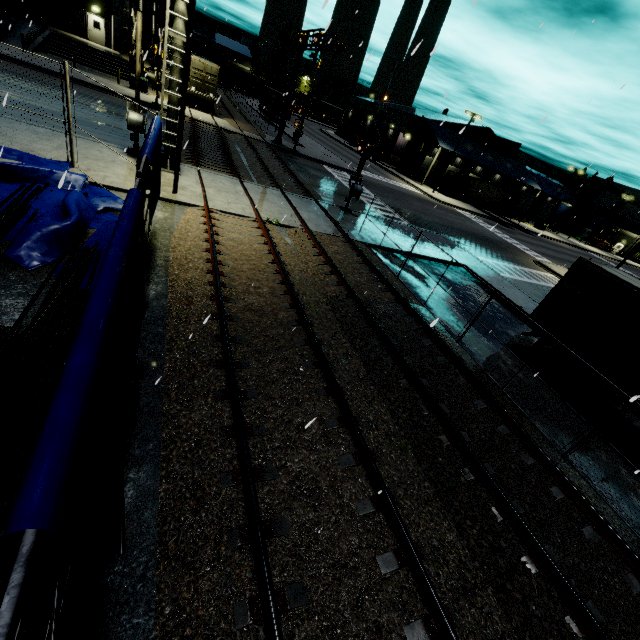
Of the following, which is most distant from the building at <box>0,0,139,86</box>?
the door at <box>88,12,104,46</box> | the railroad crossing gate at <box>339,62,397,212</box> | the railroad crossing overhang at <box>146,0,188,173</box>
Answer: the railroad crossing gate at <box>339,62,397,212</box>

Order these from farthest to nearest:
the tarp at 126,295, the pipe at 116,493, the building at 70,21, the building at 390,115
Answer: the building at 390,115
the building at 70,21
the pipe at 116,493
the tarp at 126,295

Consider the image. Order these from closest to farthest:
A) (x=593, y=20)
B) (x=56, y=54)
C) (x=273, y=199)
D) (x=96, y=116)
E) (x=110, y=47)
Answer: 1. (x=593, y=20)
2. (x=273, y=199)
3. (x=96, y=116)
4. (x=56, y=54)
5. (x=110, y=47)

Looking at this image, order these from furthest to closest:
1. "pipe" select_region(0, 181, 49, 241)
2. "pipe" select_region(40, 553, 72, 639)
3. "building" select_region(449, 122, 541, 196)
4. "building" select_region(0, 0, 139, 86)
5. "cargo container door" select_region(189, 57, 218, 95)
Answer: "building" select_region(449, 122, 541, 196), "cargo container door" select_region(189, 57, 218, 95), "building" select_region(0, 0, 139, 86), "pipe" select_region(0, 181, 49, 241), "pipe" select_region(40, 553, 72, 639)

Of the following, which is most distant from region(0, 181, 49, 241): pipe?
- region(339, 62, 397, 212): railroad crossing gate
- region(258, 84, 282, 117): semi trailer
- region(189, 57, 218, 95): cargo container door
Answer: region(189, 57, 218, 95): cargo container door

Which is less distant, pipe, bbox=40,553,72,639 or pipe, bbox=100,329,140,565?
pipe, bbox=40,553,72,639

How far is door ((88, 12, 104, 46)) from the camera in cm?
3441

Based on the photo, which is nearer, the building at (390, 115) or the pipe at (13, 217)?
the pipe at (13, 217)
